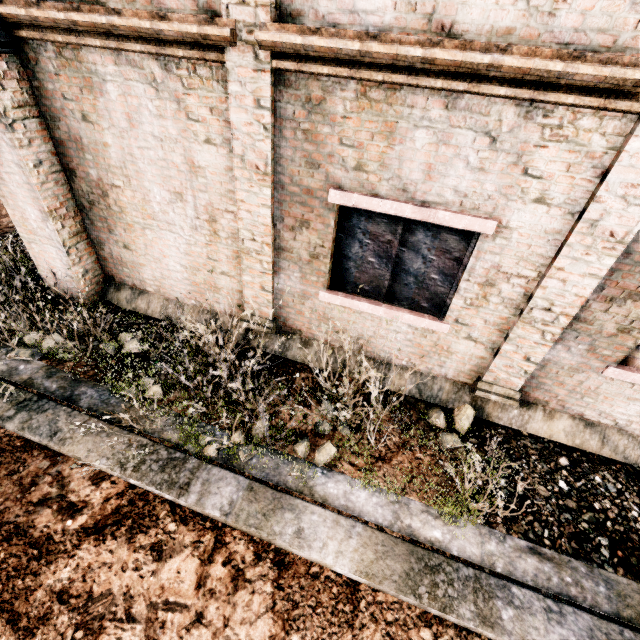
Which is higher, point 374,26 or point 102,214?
point 374,26
